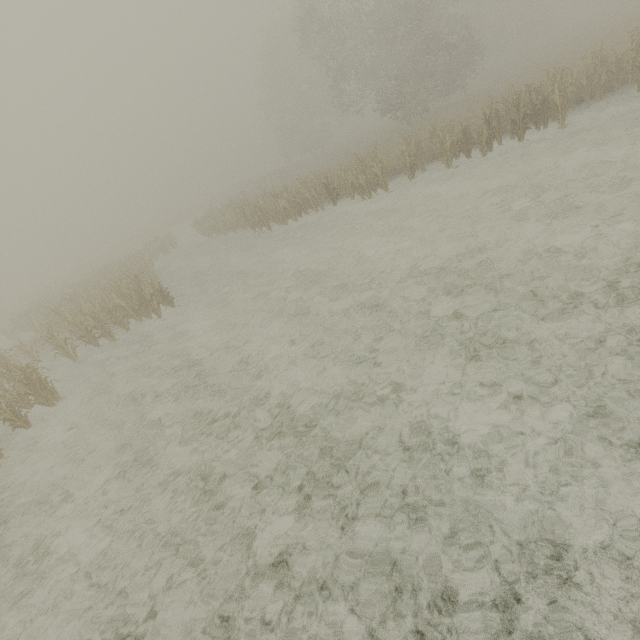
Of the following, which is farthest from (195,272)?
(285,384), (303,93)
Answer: (303,93)
